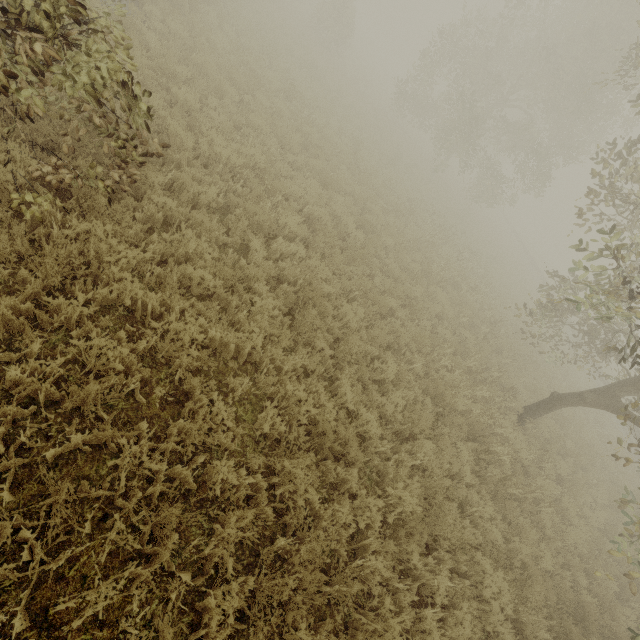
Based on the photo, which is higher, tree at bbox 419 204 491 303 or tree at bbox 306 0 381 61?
tree at bbox 306 0 381 61

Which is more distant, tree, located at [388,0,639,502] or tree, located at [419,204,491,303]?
tree, located at [419,204,491,303]

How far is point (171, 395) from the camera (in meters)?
4.18

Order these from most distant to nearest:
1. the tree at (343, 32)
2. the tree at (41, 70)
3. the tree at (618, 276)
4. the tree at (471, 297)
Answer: the tree at (343, 32), the tree at (471, 297), the tree at (618, 276), the tree at (41, 70)

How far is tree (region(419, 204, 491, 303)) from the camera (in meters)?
12.41

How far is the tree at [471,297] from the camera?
12.4m

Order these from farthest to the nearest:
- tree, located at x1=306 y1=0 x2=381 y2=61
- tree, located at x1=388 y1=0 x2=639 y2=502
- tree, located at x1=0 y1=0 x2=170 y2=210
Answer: tree, located at x1=306 y1=0 x2=381 y2=61
tree, located at x1=388 y1=0 x2=639 y2=502
tree, located at x1=0 y1=0 x2=170 y2=210
